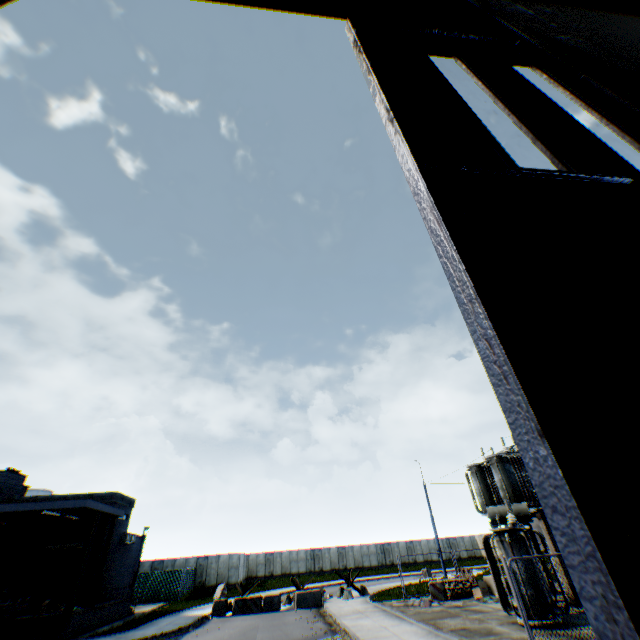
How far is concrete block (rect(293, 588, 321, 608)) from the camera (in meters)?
21.12

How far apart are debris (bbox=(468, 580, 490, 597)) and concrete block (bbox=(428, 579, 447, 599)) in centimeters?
136cm

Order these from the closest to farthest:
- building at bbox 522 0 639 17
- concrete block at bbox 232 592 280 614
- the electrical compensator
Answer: building at bbox 522 0 639 17 < the electrical compensator < concrete block at bbox 232 592 280 614

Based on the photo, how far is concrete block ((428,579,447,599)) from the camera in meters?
18.2

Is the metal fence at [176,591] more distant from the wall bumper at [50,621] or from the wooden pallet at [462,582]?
the wall bumper at [50,621]

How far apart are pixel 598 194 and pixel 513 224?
1.2m

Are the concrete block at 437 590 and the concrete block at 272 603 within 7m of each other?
no

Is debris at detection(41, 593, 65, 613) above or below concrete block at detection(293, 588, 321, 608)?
above
